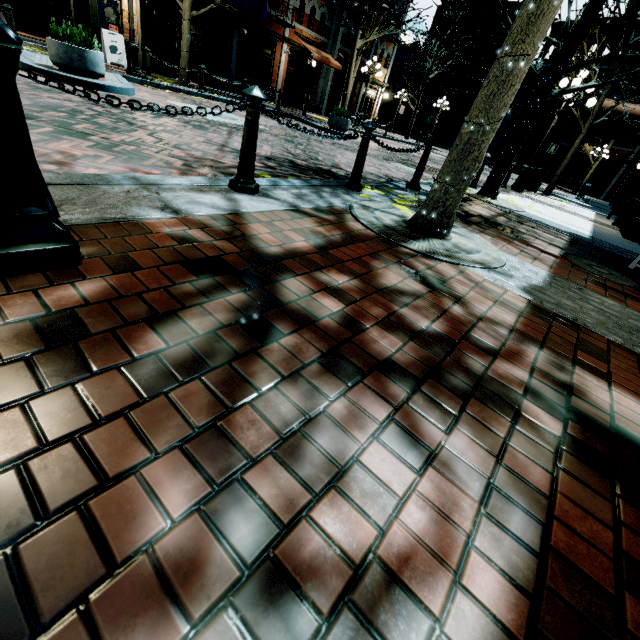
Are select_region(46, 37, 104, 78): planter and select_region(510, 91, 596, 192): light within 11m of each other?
no

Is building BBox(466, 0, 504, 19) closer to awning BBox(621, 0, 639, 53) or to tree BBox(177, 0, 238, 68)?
awning BBox(621, 0, 639, 53)

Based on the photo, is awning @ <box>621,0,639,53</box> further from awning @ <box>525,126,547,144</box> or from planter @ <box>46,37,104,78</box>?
awning @ <box>525,126,547,144</box>

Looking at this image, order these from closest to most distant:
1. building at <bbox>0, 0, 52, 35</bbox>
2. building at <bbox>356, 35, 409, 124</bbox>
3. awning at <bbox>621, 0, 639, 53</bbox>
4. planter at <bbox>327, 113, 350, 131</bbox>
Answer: awning at <bbox>621, 0, 639, 53</bbox> → planter at <bbox>327, 113, 350, 131</bbox> → building at <bbox>0, 0, 52, 35</bbox> → building at <bbox>356, 35, 409, 124</bbox>

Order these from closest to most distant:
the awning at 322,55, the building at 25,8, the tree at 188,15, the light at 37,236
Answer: the light at 37,236 < the tree at 188,15 < the building at 25,8 < the awning at 322,55

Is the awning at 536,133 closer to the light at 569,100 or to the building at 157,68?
the building at 157,68

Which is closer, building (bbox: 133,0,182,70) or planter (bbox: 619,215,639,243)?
planter (bbox: 619,215,639,243)

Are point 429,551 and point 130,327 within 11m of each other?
yes
